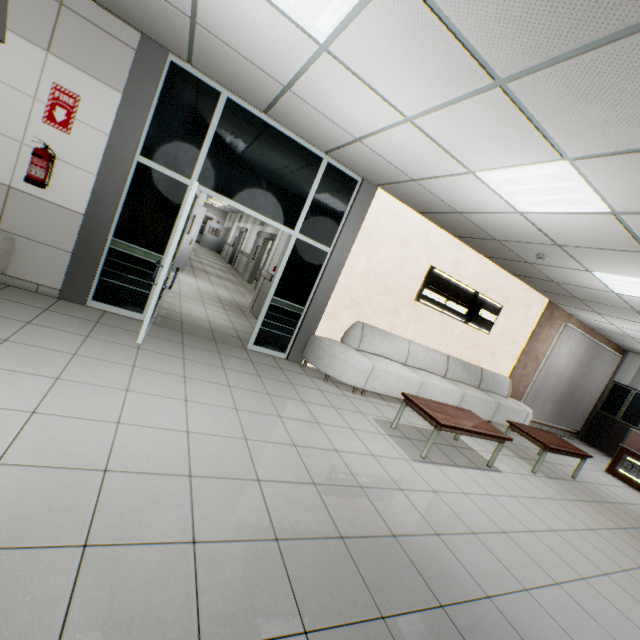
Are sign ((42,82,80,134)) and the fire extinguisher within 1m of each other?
yes

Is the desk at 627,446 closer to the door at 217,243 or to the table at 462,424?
the table at 462,424

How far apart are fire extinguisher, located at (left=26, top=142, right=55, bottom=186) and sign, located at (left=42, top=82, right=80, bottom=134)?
0.27m

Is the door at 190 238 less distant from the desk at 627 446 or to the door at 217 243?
the desk at 627 446

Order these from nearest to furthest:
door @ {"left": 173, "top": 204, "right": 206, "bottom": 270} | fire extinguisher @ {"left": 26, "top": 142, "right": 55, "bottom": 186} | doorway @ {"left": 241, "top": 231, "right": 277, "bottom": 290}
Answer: fire extinguisher @ {"left": 26, "top": 142, "right": 55, "bottom": 186} → door @ {"left": 173, "top": 204, "right": 206, "bottom": 270} → doorway @ {"left": 241, "top": 231, "right": 277, "bottom": 290}

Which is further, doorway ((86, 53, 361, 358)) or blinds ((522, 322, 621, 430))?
blinds ((522, 322, 621, 430))

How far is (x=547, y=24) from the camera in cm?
172

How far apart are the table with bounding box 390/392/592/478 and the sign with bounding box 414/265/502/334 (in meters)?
2.12
